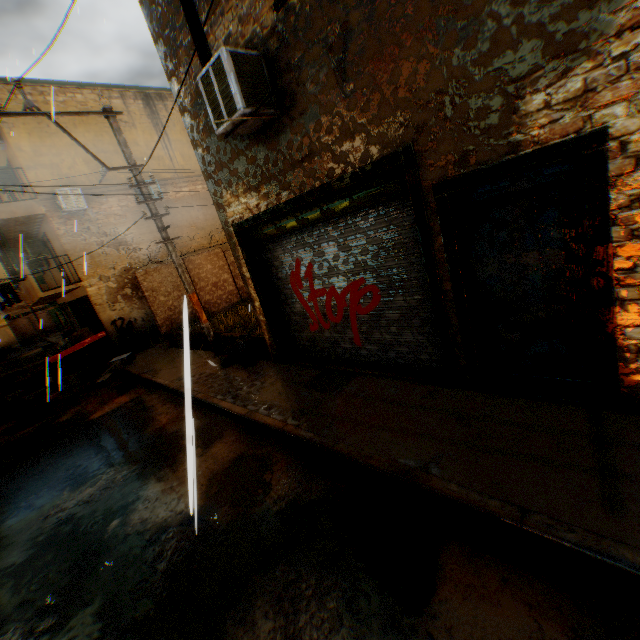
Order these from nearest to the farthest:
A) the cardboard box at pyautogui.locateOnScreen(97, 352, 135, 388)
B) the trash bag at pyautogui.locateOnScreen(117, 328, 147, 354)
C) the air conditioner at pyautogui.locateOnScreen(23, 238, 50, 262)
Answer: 1. the cardboard box at pyautogui.locateOnScreen(97, 352, 135, 388)
2. the trash bag at pyautogui.locateOnScreen(117, 328, 147, 354)
3. the air conditioner at pyautogui.locateOnScreen(23, 238, 50, 262)

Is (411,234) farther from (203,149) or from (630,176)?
(203,149)

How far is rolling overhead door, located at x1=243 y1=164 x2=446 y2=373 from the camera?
4.77m

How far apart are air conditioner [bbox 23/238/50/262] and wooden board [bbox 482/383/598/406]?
19.5 meters

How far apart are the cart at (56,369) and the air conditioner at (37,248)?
4.94m

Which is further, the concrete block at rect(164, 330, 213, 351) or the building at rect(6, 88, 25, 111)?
the building at rect(6, 88, 25, 111)

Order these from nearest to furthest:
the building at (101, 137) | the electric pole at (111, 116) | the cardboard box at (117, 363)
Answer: the electric pole at (111, 116), the cardboard box at (117, 363), the building at (101, 137)

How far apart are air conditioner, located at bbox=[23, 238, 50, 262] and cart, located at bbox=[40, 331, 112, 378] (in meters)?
4.94
